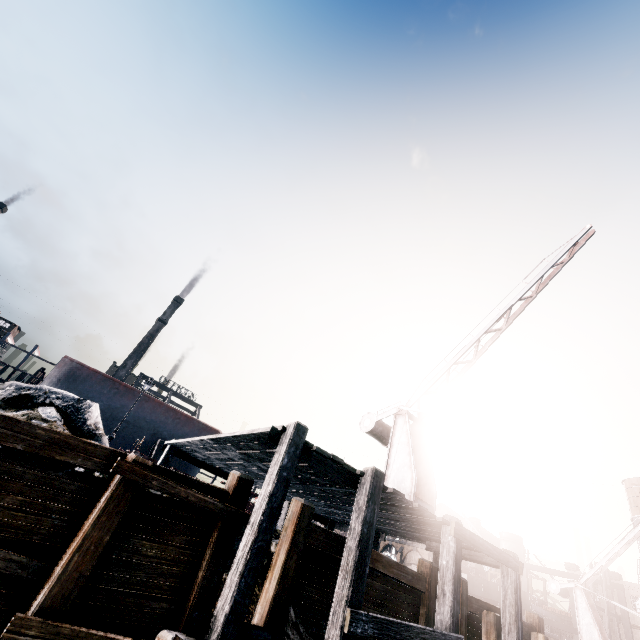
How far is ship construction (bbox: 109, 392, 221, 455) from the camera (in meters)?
28.66

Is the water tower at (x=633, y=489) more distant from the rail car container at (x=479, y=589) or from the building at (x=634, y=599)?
the rail car container at (x=479, y=589)

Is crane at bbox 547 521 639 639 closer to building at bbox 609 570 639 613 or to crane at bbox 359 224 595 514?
building at bbox 609 570 639 613

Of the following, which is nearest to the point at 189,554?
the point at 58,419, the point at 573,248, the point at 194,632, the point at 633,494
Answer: the point at 194,632

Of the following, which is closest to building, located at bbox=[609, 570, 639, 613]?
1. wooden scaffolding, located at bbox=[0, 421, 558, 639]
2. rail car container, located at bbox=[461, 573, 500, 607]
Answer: rail car container, located at bbox=[461, 573, 500, 607]

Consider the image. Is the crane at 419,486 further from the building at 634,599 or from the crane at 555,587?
the building at 634,599

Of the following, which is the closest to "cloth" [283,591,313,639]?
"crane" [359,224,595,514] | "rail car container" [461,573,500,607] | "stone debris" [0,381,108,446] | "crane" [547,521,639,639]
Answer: "stone debris" [0,381,108,446]

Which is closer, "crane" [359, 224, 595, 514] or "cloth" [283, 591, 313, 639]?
"cloth" [283, 591, 313, 639]
